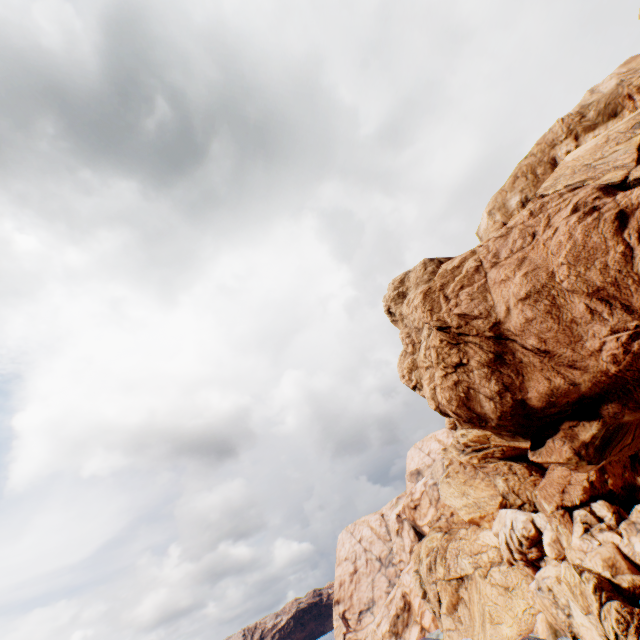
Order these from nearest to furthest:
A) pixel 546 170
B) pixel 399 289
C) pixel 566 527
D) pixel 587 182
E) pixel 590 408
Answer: pixel 590 408 → pixel 587 182 → pixel 546 170 → pixel 399 289 → pixel 566 527
